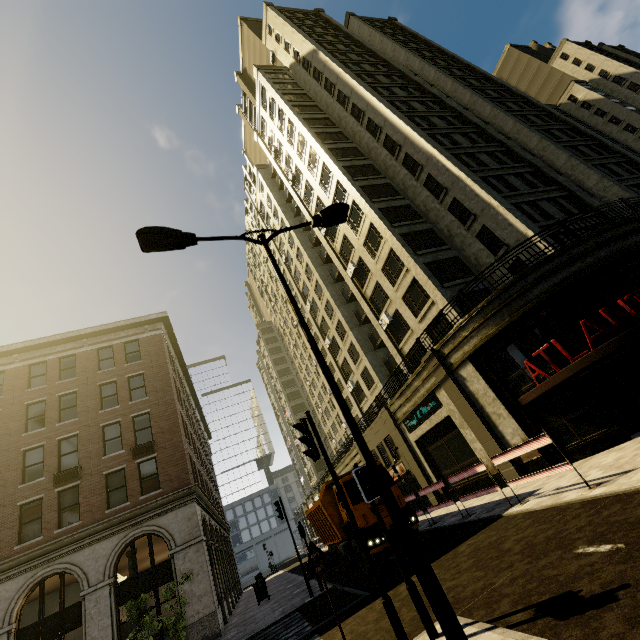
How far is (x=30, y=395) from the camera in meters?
20.5 m

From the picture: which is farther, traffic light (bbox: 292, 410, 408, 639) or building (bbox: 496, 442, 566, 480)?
building (bbox: 496, 442, 566, 480)

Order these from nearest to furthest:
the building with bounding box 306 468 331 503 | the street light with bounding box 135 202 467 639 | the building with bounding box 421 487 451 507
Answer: the street light with bounding box 135 202 467 639 → the building with bounding box 421 487 451 507 → the building with bounding box 306 468 331 503

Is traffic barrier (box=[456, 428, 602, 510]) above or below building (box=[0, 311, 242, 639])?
below

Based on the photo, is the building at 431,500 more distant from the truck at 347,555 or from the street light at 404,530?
the street light at 404,530

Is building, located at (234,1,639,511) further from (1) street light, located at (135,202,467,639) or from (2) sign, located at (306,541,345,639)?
(2) sign, located at (306,541,345,639)

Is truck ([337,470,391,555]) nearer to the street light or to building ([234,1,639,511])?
building ([234,1,639,511])

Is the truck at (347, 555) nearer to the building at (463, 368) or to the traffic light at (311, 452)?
the building at (463, 368)
